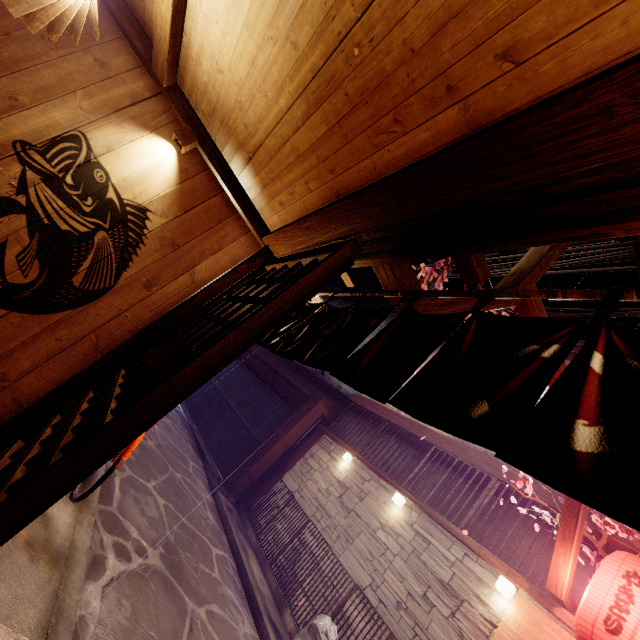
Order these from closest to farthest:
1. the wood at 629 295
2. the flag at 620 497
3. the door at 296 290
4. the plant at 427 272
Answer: the flag at 620 497, the wood at 629 295, the door at 296 290, the plant at 427 272

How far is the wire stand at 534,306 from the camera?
4.87m

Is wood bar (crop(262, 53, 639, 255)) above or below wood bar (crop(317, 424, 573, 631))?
below

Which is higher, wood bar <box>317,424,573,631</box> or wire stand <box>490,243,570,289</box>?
wire stand <box>490,243,570,289</box>

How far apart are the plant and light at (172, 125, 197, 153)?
3.9m

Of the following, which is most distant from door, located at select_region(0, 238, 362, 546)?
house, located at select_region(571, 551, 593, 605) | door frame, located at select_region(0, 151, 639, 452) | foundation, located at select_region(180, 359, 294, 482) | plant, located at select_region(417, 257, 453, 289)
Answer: foundation, located at select_region(180, 359, 294, 482)

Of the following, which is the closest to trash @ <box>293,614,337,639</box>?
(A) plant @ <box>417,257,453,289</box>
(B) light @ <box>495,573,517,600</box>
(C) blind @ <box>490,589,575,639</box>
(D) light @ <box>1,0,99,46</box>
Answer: (C) blind @ <box>490,589,575,639</box>

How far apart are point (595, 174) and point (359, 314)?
2.19m
